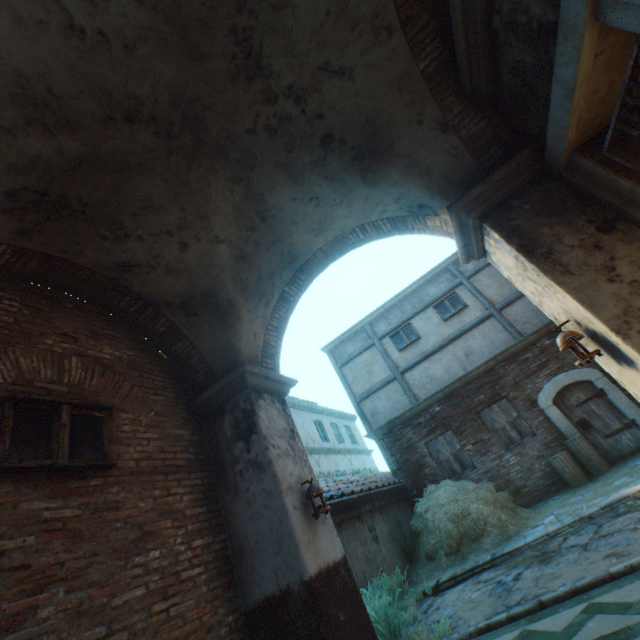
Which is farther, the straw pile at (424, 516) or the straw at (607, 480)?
the straw pile at (424, 516)

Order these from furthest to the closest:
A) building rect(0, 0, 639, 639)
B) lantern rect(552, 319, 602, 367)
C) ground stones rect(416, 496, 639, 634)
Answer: ground stones rect(416, 496, 639, 634)
lantern rect(552, 319, 602, 367)
building rect(0, 0, 639, 639)

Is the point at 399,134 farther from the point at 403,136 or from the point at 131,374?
the point at 131,374

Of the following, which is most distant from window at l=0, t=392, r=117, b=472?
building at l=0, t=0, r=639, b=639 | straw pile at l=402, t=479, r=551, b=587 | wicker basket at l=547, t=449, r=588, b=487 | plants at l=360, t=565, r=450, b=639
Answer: wicker basket at l=547, t=449, r=588, b=487

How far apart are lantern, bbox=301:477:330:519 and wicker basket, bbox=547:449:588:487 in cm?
730

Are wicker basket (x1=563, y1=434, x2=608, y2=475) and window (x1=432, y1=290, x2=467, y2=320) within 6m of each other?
yes

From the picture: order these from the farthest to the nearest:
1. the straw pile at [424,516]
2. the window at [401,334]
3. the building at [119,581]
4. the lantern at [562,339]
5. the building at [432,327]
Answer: the window at [401,334]
the building at [432,327]
the straw pile at [424,516]
the lantern at [562,339]
the building at [119,581]

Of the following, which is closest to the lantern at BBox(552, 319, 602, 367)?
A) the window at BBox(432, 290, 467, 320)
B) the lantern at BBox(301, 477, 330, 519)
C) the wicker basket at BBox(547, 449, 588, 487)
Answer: the lantern at BBox(301, 477, 330, 519)
